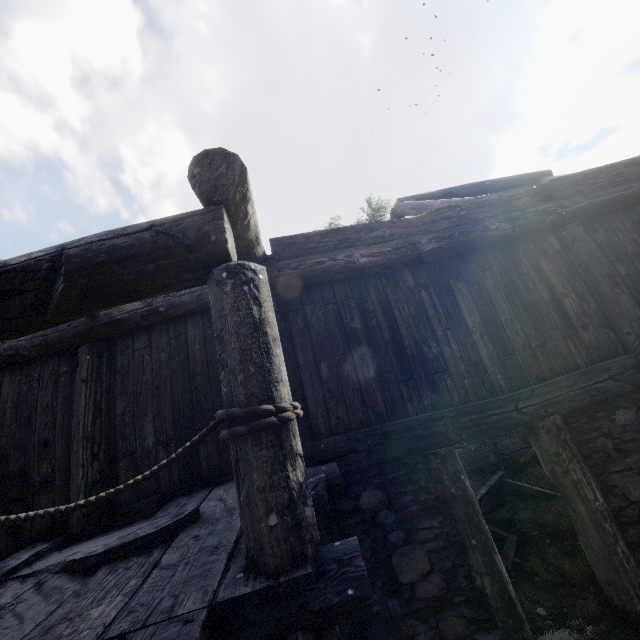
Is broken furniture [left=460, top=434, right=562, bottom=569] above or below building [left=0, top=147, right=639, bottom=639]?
below

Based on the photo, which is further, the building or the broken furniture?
the broken furniture

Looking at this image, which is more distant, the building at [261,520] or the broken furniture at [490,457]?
the broken furniture at [490,457]

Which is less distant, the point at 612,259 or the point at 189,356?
the point at 189,356

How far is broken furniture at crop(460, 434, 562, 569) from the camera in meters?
5.1 m

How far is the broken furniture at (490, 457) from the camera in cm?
508
